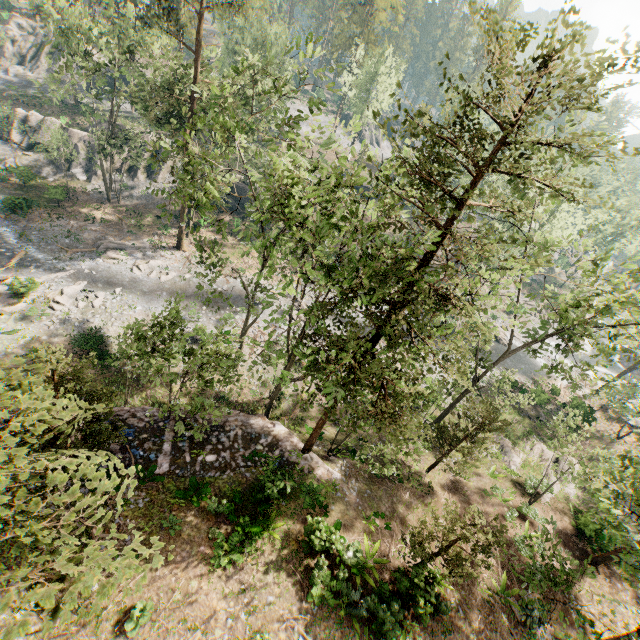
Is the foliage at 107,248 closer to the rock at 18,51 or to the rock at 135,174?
the rock at 135,174

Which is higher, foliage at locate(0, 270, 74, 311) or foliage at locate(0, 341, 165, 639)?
foliage at locate(0, 341, 165, 639)

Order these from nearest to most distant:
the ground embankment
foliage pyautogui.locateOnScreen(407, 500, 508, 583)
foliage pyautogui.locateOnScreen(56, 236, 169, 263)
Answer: foliage pyautogui.locateOnScreen(407, 500, 508, 583) < the ground embankment < foliage pyautogui.locateOnScreen(56, 236, 169, 263)

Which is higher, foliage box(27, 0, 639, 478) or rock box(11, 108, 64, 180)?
foliage box(27, 0, 639, 478)

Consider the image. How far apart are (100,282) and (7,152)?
26.61m

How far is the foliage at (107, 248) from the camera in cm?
3152

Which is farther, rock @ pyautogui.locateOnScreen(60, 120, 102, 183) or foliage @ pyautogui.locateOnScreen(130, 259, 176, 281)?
rock @ pyautogui.locateOnScreen(60, 120, 102, 183)
